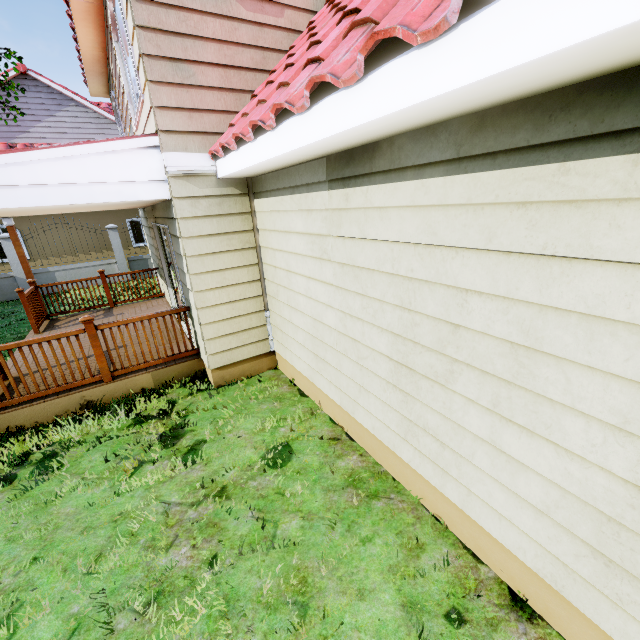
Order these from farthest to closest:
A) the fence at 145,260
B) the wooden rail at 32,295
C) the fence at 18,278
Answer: the fence at 145,260
the fence at 18,278
the wooden rail at 32,295

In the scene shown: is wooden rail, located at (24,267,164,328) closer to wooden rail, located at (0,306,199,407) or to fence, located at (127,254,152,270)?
wooden rail, located at (0,306,199,407)

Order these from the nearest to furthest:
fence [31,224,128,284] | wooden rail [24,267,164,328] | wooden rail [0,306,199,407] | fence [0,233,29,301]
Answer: wooden rail [0,306,199,407], wooden rail [24,267,164,328], fence [0,233,29,301], fence [31,224,128,284]

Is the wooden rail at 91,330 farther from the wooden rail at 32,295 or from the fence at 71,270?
the fence at 71,270

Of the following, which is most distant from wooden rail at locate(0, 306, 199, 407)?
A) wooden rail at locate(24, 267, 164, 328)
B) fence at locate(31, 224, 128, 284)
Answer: fence at locate(31, 224, 128, 284)

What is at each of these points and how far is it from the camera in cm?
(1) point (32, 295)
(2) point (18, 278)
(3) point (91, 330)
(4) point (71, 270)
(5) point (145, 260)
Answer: (1) wooden rail, 748
(2) fence, 1195
(3) wooden rail, 452
(4) fence, 1279
(5) fence, 1403
